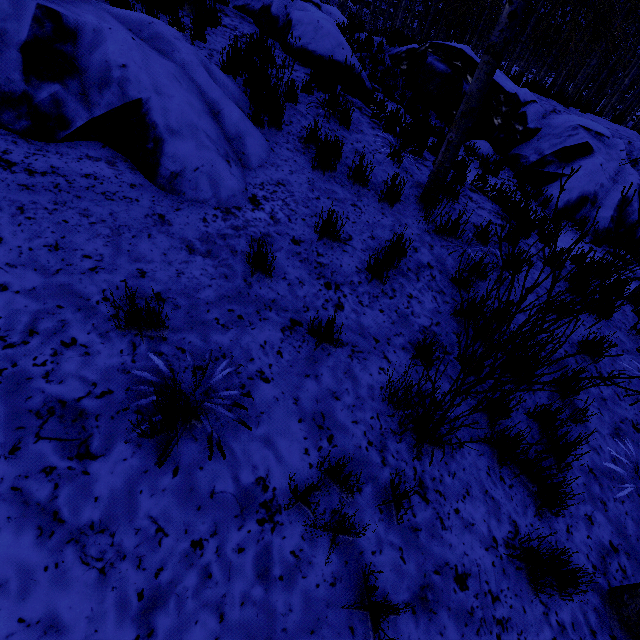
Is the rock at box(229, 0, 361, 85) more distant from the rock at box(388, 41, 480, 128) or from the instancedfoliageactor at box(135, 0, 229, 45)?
the rock at box(388, 41, 480, 128)

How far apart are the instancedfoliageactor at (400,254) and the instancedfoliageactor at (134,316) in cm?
198

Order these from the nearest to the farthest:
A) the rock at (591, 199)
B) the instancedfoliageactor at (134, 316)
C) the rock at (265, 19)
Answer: the instancedfoliageactor at (134, 316), the rock at (265, 19), the rock at (591, 199)

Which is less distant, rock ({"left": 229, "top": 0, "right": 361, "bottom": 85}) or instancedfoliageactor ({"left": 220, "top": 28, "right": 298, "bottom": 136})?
instancedfoliageactor ({"left": 220, "top": 28, "right": 298, "bottom": 136})

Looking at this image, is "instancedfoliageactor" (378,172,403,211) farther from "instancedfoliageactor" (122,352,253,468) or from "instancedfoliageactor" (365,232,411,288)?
"instancedfoliageactor" (122,352,253,468)

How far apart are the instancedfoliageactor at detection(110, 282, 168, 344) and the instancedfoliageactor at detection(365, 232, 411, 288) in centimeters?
198cm

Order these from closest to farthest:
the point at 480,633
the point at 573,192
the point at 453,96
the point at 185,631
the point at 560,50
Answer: the point at 185,631 → the point at 480,633 → the point at 573,192 → the point at 453,96 → the point at 560,50

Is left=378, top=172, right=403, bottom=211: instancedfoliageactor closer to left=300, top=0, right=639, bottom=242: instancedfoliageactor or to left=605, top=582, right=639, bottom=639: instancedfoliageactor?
left=605, top=582, right=639, bottom=639: instancedfoliageactor
